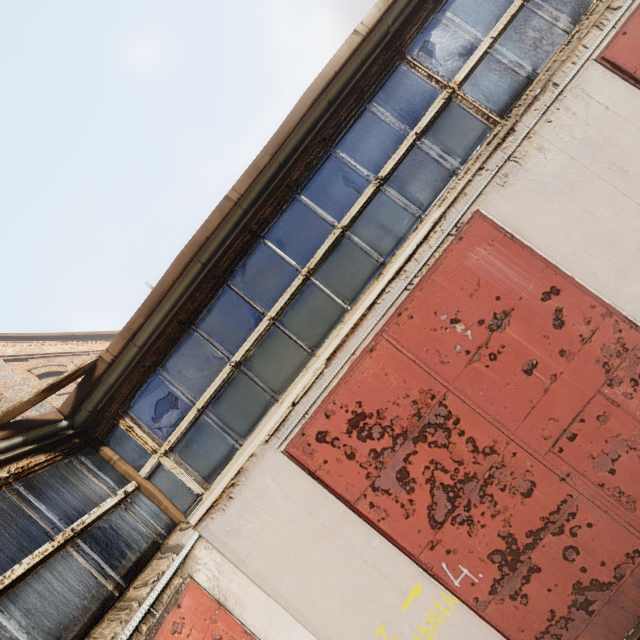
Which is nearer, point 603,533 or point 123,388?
point 603,533
